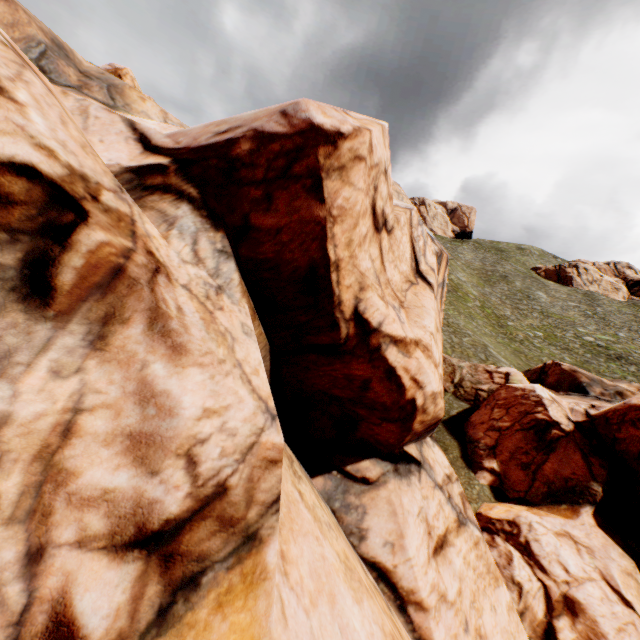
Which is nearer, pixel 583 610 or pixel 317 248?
pixel 317 248
